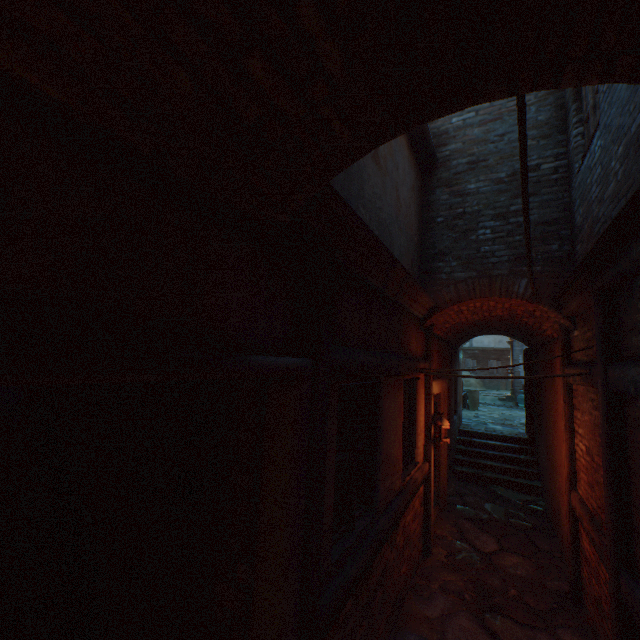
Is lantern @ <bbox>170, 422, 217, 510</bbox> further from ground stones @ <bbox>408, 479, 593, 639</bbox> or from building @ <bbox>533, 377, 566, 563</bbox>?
ground stones @ <bbox>408, 479, 593, 639</bbox>

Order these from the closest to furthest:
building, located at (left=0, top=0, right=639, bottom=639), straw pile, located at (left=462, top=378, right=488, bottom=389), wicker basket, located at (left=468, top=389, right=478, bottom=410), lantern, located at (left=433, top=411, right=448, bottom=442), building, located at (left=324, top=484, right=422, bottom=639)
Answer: building, located at (left=0, top=0, right=639, bottom=639) < building, located at (left=324, top=484, right=422, bottom=639) < lantern, located at (left=433, top=411, right=448, bottom=442) < wicker basket, located at (left=468, top=389, right=478, bottom=410) < straw pile, located at (left=462, top=378, right=488, bottom=389)

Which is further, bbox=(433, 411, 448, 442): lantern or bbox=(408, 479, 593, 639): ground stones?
bbox=(433, 411, 448, 442): lantern

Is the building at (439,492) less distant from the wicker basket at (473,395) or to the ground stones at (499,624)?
the ground stones at (499,624)

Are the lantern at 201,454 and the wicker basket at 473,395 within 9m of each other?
no

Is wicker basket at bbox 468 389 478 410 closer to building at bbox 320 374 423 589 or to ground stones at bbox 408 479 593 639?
building at bbox 320 374 423 589

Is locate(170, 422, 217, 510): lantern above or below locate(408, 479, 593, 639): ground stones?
above

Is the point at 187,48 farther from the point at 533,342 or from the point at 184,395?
the point at 533,342
